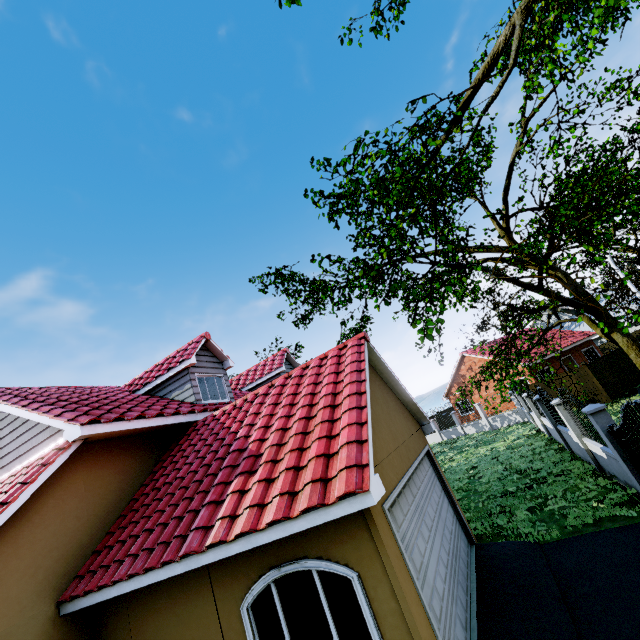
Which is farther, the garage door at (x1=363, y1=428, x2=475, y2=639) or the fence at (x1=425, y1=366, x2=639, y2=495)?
the fence at (x1=425, y1=366, x2=639, y2=495)

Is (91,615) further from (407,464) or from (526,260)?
(526,260)

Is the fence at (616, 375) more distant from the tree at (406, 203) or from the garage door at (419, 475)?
the garage door at (419, 475)

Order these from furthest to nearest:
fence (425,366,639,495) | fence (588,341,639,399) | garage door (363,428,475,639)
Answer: fence (588,341,639,399)
fence (425,366,639,495)
garage door (363,428,475,639)

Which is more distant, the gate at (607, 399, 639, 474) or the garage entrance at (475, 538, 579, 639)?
the gate at (607, 399, 639, 474)

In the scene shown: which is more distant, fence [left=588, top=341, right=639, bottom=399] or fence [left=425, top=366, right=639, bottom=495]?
fence [left=588, top=341, right=639, bottom=399]

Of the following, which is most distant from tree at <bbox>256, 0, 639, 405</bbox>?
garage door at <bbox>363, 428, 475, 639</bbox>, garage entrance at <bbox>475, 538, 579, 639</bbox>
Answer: garage entrance at <bbox>475, 538, 579, 639</bbox>

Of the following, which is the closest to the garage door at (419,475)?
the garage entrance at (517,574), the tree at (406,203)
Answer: the garage entrance at (517,574)
